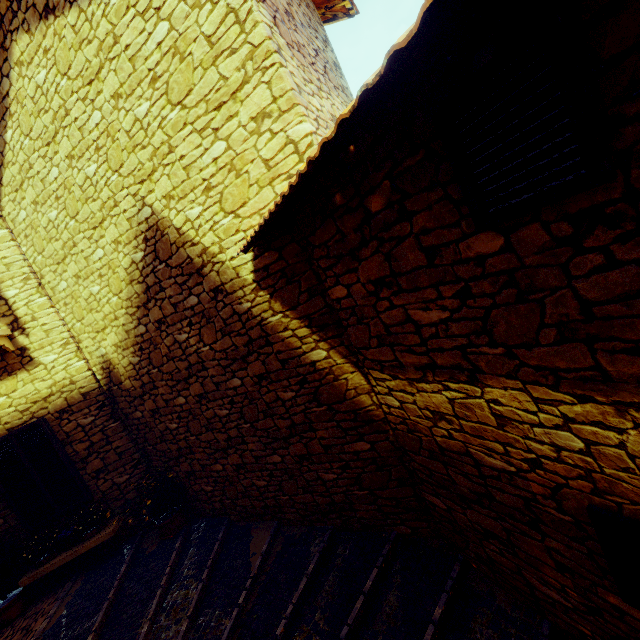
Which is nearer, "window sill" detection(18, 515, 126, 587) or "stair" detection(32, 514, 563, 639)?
"stair" detection(32, 514, 563, 639)

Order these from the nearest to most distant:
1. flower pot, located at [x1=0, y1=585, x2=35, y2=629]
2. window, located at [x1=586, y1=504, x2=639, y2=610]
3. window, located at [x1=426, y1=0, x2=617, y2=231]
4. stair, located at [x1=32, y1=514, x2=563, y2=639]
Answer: A: window, located at [x1=426, y1=0, x2=617, y2=231] < window, located at [x1=586, y1=504, x2=639, y2=610] < stair, located at [x1=32, y1=514, x2=563, y2=639] < flower pot, located at [x1=0, y1=585, x2=35, y2=629]

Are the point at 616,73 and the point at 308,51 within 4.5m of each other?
yes

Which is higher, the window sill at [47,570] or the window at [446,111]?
the window at [446,111]

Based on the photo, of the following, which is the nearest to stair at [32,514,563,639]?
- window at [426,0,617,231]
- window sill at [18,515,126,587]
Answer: window sill at [18,515,126,587]

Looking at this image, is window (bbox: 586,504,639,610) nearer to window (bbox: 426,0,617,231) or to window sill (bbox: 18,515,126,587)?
window (bbox: 426,0,617,231)

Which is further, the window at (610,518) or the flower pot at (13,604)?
the flower pot at (13,604)

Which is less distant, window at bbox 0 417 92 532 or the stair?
the stair
